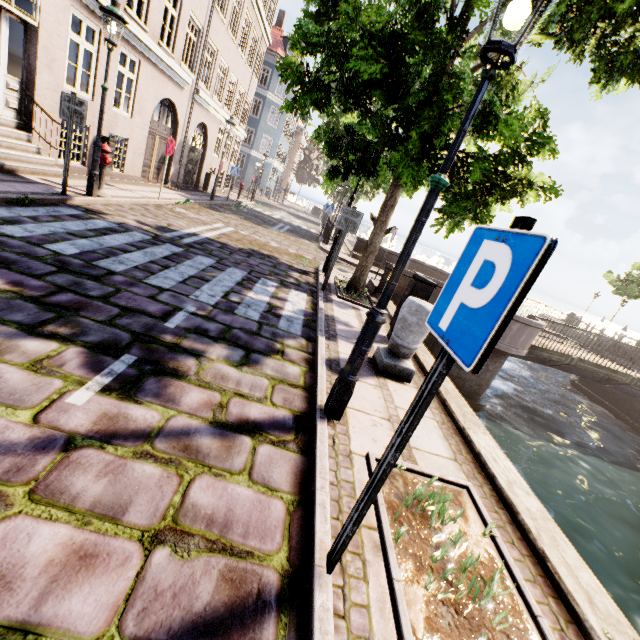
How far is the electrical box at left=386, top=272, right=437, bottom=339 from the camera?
5.6m

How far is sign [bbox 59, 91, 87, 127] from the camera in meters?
6.2 m

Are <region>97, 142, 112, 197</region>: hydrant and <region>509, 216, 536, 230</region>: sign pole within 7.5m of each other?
no

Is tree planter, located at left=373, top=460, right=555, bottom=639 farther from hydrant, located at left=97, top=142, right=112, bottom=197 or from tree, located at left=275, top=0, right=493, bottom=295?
hydrant, located at left=97, top=142, right=112, bottom=197

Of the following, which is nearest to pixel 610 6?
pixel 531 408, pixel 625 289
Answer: pixel 531 408

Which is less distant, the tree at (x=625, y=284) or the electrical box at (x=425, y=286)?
Result: the electrical box at (x=425, y=286)

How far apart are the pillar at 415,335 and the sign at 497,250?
2.7 meters

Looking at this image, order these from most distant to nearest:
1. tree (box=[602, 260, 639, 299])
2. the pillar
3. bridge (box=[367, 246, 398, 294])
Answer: tree (box=[602, 260, 639, 299]) < bridge (box=[367, 246, 398, 294]) < the pillar
